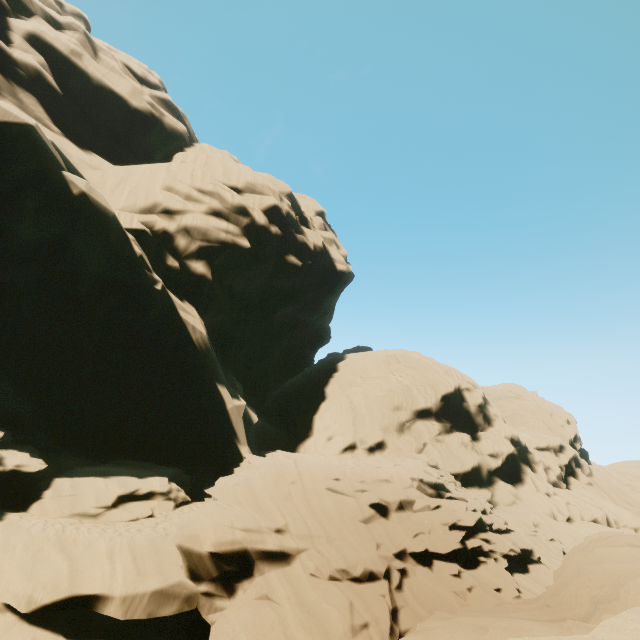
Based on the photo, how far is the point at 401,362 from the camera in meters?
29.5
